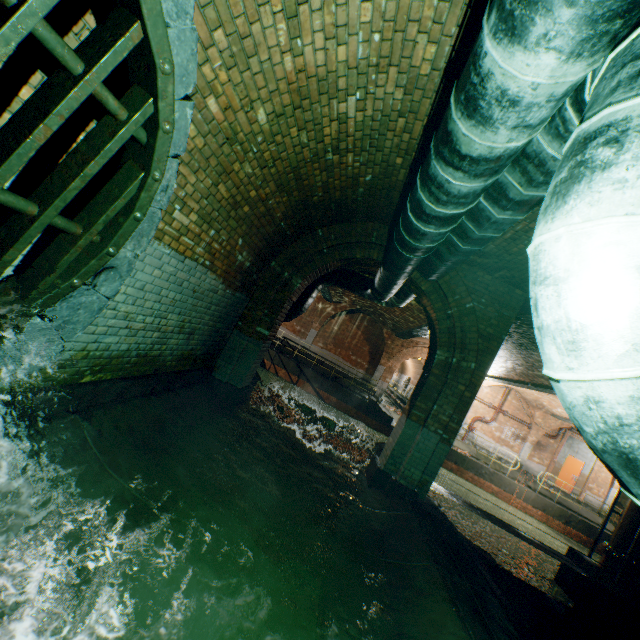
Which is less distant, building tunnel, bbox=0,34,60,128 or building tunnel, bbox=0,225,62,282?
building tunnel, bbox=0,34,60,128

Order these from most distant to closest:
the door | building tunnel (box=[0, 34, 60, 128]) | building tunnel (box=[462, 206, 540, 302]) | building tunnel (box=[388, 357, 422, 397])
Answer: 1. building tunnel (box=[388, 357, 422, 397])
2. the door
3. building tunnel (box=[462, 206, 540, 302])
4. building tunnel (box=[0, 34, 60, 128])

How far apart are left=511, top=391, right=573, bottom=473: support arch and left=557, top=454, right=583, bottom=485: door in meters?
1.8

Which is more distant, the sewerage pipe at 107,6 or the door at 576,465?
the door at 576,465

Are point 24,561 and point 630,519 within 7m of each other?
no

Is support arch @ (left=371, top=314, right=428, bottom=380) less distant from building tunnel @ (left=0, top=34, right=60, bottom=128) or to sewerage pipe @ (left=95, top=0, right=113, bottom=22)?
building tunnel @ (left=0, top=34, right=60, bottom=128)

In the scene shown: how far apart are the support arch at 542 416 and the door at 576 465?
1.82m

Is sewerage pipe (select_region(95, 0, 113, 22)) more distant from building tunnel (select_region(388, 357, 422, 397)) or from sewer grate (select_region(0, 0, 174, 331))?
building tunnel (select_region(388, 357, 422, 397))
